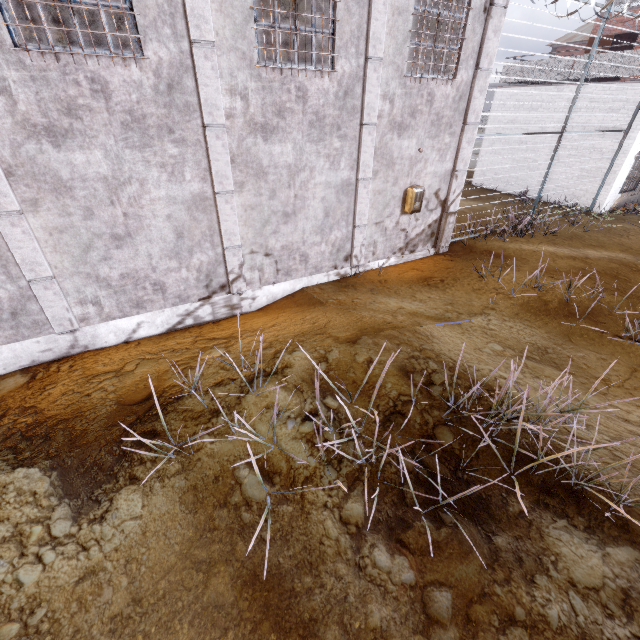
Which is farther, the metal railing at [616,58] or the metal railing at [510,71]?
the metal railing at [510,71]

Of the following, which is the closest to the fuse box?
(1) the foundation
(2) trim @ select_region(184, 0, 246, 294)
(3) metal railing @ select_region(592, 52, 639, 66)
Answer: (2) trim @ select_region(184, 0, 246, 294)

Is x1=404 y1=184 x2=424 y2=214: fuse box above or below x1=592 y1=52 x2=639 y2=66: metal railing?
below

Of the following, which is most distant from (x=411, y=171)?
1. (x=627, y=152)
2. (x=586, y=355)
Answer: (x=627, y=152)

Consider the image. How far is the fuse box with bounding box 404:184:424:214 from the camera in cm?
751

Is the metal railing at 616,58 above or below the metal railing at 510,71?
above

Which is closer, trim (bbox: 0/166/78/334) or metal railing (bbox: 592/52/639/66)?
trim (bbox: 0/166/78/334)

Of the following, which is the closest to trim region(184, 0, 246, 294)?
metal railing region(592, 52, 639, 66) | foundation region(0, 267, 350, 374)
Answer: foundation region(0, 267, 350, 374)
